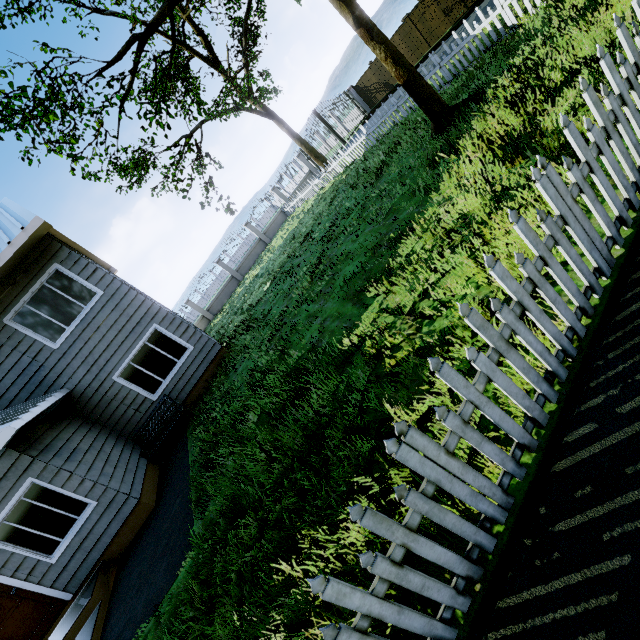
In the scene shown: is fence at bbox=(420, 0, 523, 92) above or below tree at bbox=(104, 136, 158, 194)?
below

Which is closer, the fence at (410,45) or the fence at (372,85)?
the fence at (410,45)

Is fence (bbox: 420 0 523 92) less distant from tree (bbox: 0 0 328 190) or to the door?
tree (bbox: 0 0 328 190)

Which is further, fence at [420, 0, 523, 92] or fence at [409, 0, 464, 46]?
fence at [409, 0, 464, 46]

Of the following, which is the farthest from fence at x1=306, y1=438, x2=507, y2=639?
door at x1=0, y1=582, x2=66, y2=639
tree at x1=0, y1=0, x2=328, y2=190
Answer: door at x1=0, y1=582, x2=66, y2=639

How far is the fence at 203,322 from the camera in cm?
1269

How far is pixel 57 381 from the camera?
9.0 meters
